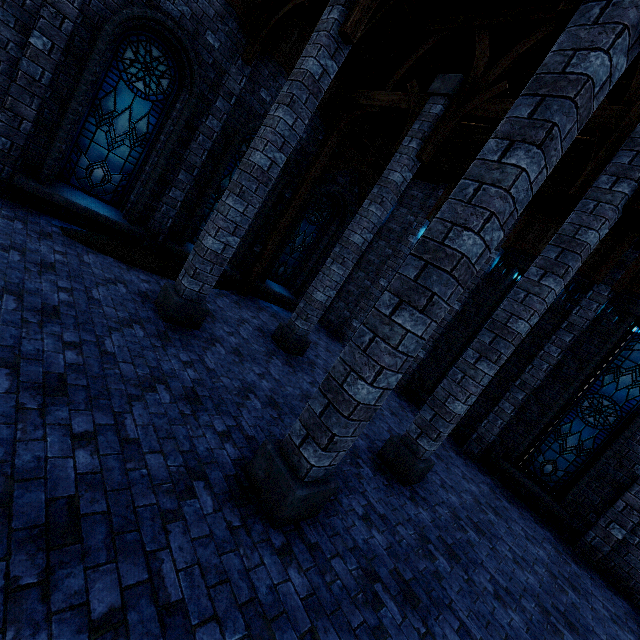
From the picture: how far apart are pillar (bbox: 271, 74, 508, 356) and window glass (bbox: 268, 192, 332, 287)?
3.54m

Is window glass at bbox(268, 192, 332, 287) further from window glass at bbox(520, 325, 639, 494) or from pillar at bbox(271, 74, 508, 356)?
window glass at bbox(520, 325, 639, 494)

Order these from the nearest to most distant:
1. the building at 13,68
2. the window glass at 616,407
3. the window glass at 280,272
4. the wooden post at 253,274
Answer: the building at 13,68
the window glass at 616,407
the wooden post at 253,274
the window glass at 280,272

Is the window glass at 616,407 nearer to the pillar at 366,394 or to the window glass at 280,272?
the pillar at 366,394

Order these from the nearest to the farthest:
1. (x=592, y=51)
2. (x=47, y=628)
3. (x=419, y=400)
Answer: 1. (x=47, y=628)
2. (x=592, y=51)
3. (x=419, y=400)

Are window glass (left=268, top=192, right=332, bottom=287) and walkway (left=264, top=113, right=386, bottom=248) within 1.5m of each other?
yes

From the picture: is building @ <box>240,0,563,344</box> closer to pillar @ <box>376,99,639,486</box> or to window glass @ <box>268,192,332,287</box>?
pillar @ <box>376,99,639,486</box>

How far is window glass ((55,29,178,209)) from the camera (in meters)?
6.77
